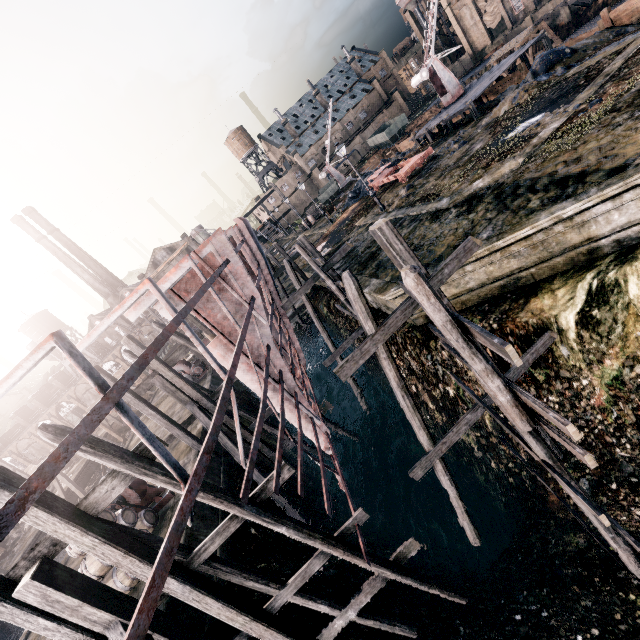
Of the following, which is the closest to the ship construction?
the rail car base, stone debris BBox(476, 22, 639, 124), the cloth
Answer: the rail car base

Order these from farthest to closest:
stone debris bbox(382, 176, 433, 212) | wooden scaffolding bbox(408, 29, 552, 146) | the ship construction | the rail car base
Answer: wooden scaffolding bbox(408, 29, 552, 146)
the rail car base
stone debris bbox(382, 176, 433, 212)
the ship construction

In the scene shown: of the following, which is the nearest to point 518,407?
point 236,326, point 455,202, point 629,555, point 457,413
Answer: point 629,555

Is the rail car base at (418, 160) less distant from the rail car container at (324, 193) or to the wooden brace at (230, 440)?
the rail car container at (324, 193)

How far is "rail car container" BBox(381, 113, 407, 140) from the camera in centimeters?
5875cm

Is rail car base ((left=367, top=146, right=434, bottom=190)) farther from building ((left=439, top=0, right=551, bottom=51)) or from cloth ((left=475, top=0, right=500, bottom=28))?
cloth ((left=475, top=0, right=500, bottom=28))

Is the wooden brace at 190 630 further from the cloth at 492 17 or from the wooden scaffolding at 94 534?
the cloth at 492 17

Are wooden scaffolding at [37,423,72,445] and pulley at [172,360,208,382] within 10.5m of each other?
no
